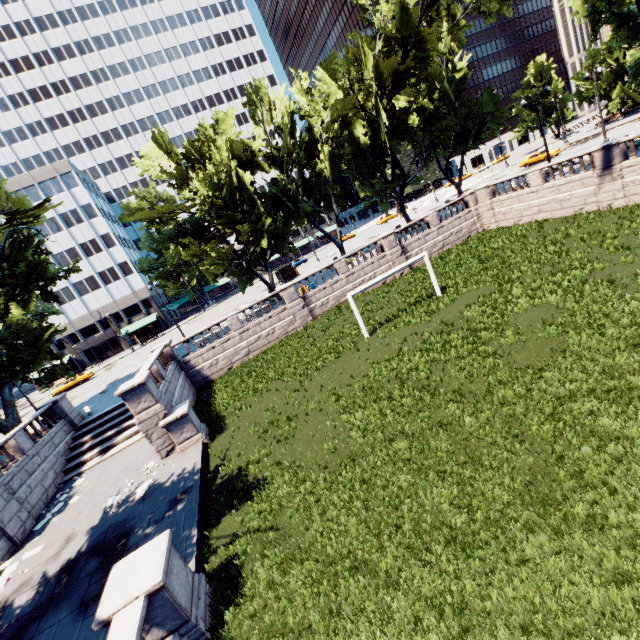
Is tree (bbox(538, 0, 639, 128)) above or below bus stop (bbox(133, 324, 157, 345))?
above

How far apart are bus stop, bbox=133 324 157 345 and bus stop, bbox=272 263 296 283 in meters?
25.5

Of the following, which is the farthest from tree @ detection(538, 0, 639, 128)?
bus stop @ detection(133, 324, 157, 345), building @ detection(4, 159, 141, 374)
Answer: bus stop @ detection(133, 324, 157, 345)

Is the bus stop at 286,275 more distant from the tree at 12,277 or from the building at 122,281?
the building at 122,281

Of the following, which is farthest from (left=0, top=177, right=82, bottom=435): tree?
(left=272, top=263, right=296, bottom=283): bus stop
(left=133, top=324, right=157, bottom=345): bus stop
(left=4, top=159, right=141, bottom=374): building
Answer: (left=133, top=324, right=157, bottom=345): bus stop

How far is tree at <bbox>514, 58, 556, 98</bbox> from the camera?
56.47m

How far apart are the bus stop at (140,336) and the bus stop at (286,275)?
25.5 meters

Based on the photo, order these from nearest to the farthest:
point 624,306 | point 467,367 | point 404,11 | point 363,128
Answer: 1. point 624,306
2. point 467,367
3. point 404,11
4. point 363,128
